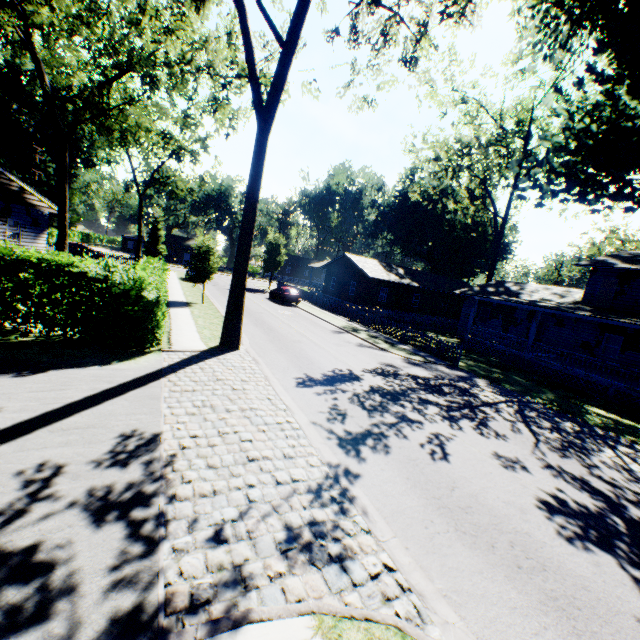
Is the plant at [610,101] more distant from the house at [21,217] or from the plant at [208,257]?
the house at [21,217]

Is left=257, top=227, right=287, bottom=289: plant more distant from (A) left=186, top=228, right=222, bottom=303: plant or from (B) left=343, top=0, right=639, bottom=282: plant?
(B) left=343, top=0, right=639, bottom=282: plant

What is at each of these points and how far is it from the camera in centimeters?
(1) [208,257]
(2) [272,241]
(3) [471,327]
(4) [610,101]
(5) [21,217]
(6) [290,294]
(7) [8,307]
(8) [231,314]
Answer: (1) plant, 2269cm
(2) plant, 4469cm
(3) house, 2631cm
(4) plant, 1151cm
(5) house, 2106cm
(6) car, 3241cm
(7) hedge, 1015cm
(8) plant, 1345cm

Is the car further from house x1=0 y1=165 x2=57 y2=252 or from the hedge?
house x1=0 y1=165 x2=57 y2=252

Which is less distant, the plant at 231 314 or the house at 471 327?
the plant at 231 314

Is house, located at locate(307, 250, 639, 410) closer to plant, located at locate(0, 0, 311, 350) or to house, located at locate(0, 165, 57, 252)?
plant, located at locate(0, 0, 311, 350)

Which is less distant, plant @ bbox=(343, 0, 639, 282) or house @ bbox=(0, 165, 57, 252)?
plant @ bbox=(343, 0, 639, 282)

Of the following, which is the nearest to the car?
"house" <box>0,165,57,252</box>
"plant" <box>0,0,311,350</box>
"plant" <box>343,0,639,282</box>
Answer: "plant" <box>0,0,311,350</box>
